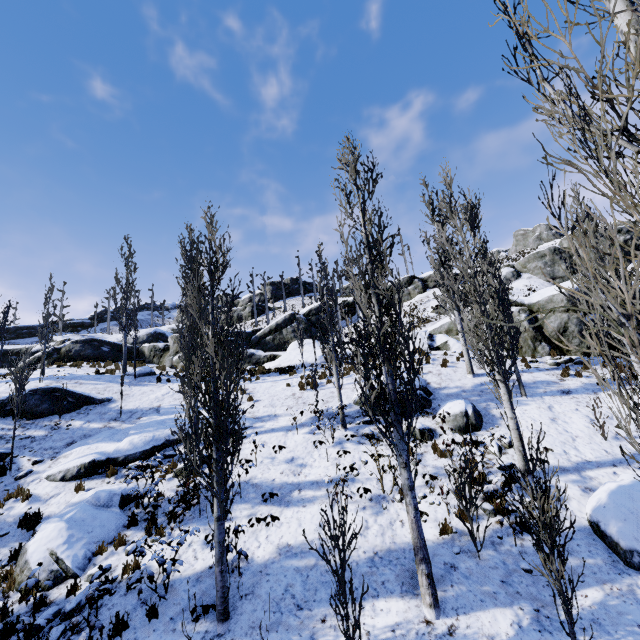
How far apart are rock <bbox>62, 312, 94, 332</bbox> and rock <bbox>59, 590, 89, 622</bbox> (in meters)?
56.55

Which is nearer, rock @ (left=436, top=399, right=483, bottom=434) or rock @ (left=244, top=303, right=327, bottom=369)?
rock @ (left=436, top=399, right=483, bottom=434)

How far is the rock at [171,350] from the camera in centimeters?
2050cm

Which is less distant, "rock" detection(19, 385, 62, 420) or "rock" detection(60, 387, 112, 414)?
"rock" detection(19, 385, 62, 420)

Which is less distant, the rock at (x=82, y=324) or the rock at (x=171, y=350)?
the rock at (x=171, y=350)

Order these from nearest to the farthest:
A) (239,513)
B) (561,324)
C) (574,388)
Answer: (239,513) → (574,388) → (561,324)

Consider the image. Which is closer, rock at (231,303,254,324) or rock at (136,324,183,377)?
rock at (136,324,183,377)

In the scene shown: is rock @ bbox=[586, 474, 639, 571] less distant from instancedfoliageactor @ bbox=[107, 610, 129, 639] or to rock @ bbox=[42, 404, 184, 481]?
instancedfoliageactor @ bbox=[107, 610, 129, 639]
